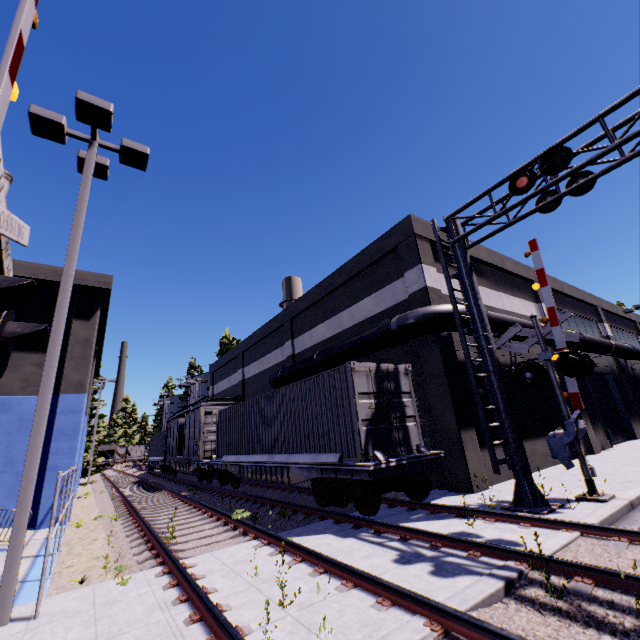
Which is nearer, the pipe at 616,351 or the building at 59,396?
the building at 59,396

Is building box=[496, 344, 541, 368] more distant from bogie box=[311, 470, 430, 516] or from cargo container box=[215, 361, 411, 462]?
bogie box=[311, 470, 430, 516]

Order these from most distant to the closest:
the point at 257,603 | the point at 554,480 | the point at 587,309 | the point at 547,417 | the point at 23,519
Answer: the point at 587,309
the point at 547,417
the point at 554,480
the point at 23,519
the point at 257,603

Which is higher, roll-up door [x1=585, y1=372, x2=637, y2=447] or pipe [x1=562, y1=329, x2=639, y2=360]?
pipe [x1=562, y1=329, x2=639, y2=360]

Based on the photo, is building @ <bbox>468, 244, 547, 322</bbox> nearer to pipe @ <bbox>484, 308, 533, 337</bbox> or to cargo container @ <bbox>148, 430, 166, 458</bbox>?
pipe @ <bbox>484, 308, 533, 337</bbox>

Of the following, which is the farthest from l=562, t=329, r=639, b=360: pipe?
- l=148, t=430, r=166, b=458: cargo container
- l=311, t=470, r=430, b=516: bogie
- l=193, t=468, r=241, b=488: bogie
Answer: l=148, t=430, r=166, b=458: cargo container

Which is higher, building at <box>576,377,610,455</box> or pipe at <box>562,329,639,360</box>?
pipe at <box>562,329,639,360</box>

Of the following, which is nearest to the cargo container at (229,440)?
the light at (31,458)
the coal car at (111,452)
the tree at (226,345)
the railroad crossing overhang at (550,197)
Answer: the railroad crossing overhang at (550,197)
